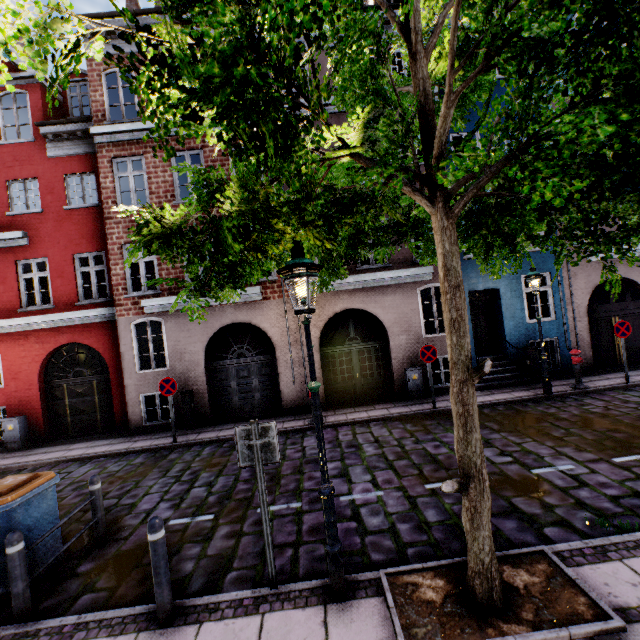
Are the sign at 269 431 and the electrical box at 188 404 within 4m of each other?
no

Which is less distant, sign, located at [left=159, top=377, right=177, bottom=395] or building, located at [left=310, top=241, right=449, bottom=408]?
sign, located at [left=159, top=377, right=177, bottom=395]

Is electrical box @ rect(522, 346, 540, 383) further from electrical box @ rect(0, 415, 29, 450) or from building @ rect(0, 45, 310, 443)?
electrical box @ rect(0, 415, 29, 450)

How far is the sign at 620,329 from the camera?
9.9m

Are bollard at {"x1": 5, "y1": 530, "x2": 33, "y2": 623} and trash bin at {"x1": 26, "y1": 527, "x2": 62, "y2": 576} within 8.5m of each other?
yes

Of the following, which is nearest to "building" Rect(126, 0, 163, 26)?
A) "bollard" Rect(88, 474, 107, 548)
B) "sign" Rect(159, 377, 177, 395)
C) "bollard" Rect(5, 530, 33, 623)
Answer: "sign" Rect(159, 377, 177, 395)

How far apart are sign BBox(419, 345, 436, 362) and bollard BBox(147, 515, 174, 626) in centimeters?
788cm

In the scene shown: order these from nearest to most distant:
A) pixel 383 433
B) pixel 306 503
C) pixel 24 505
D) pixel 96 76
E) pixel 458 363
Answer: pixel 458 363 < pixel 24 505 < pixel 306 503 < pixel 383 433 < pixel 96 76
